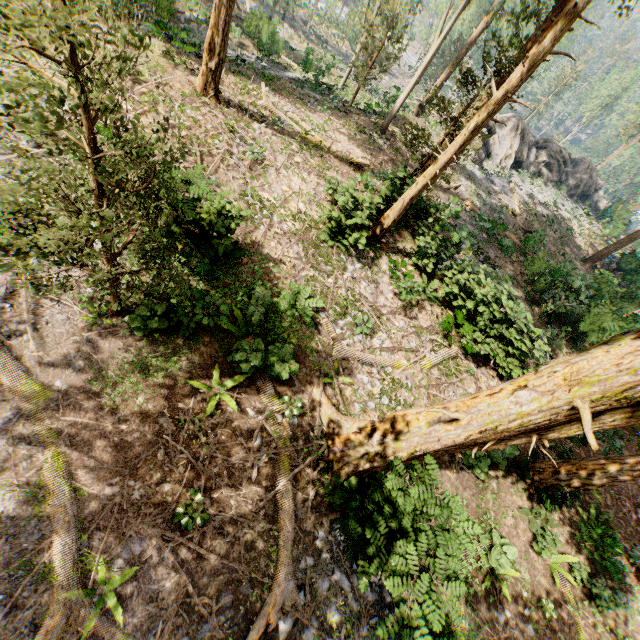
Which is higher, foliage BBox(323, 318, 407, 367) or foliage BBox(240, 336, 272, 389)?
foliage BBox(240, 336, 272, 389)

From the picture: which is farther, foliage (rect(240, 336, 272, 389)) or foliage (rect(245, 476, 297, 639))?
foliage (rect(240, 336, 272, 389))

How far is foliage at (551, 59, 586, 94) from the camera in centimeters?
5634cm

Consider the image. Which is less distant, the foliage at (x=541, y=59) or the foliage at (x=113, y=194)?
the foliage at (x=113, y=194)

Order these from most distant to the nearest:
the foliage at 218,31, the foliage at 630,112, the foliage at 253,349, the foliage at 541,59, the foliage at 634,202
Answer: the foliage at 630,112 < the foliage at 634,202 < the foliage at 218,31 < the foliage at 541,59 < the foliage at 253,349

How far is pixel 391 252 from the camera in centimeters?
1546cm
